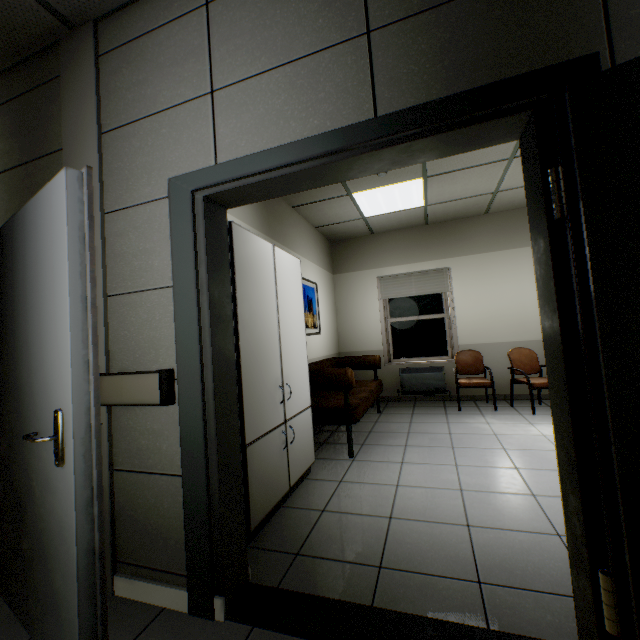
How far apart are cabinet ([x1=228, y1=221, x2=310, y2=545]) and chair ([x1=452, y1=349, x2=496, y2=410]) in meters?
3.4 m

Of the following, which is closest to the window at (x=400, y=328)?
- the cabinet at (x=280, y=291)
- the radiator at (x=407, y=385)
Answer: the radiator at (x=407, y=385)

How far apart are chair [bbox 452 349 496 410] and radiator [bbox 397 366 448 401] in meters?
0.3

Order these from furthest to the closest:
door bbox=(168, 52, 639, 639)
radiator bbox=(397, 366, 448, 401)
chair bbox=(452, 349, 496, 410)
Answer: radiator bbox=(397, 366, 448, 401), chair bbox=(452, 349, 496, 410), door bbox=(168, 52, 639, 639)

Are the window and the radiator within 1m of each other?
yes

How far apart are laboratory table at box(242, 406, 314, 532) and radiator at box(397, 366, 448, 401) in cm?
326

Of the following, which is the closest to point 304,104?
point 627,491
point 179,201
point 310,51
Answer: point 310,51

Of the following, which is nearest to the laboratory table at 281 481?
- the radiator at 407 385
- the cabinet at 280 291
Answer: the cabinet at 280 291
